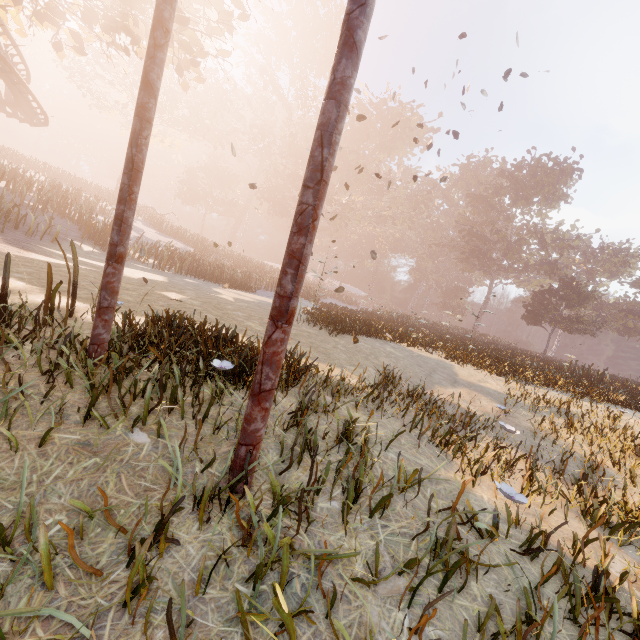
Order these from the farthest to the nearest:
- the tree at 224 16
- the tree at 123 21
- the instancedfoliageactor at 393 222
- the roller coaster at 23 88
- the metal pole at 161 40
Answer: the instancedfoliageactor at 393 222 < the roller coaster at 23 88 < the tree at 224 16 < the tree at 123 21 < the metal pole at 161 40

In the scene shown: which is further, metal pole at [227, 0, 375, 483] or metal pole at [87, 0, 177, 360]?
metal pole at [87, 0, 177, 360]

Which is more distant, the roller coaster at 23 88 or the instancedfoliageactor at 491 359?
the roller coaster at 23 88

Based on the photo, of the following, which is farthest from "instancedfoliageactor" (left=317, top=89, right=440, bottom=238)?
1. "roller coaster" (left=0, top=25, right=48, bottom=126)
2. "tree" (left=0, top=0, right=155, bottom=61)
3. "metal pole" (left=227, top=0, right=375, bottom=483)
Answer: "metal pole" (left=227, top=0, right=375, bottom=483)

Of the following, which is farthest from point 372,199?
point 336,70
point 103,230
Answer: point 336,70

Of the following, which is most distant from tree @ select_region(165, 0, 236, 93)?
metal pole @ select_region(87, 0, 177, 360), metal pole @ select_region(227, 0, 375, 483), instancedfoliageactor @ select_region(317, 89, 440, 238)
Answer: instancedfoliageactor @ select_region(317, 89, 440, 238)

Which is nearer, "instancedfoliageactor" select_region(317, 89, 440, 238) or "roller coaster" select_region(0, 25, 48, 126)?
"roller coaster" select_region(0, 25, 48, 126)

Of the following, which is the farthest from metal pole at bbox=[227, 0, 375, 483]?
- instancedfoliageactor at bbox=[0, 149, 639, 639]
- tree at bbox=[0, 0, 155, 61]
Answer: instancedfoliageactor at bbox=[0, 149, 639, 639]
